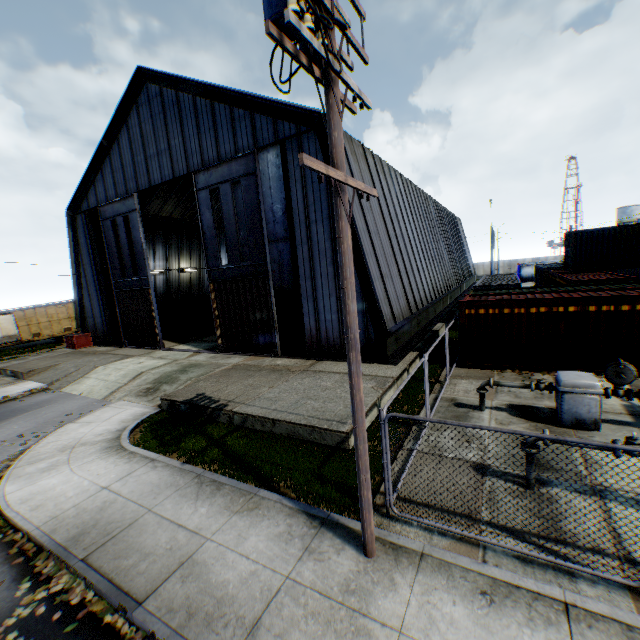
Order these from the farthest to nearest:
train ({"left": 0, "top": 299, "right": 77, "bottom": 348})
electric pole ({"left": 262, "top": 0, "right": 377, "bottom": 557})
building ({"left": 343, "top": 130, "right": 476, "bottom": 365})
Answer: train ({"left": 0, "top": 299, "right": 77, "bottom": 348}), building ({"left": 343, "top": 130, "right": 476, "bottom": 365}), electric pole ({"left": 262, "top": 0, "right": 377, "bottom": 557})

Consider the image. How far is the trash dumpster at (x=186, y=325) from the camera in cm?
2777

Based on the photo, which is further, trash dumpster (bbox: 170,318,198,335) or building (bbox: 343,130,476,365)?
trash dumpster (bbox: 170,318,198,335)

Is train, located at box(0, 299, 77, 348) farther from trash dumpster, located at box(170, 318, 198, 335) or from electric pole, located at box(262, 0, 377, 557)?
electric pole, located at box(262, 0, 377, 557)

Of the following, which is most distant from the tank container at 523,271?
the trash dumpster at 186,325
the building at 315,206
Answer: the trash dumpster at 186,325

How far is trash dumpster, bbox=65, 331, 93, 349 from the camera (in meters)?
25.52

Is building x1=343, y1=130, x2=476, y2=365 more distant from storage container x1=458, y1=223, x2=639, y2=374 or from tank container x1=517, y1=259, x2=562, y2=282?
tank container x1=517, y1=259, x2=562, y2=282

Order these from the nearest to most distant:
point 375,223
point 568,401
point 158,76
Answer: point 568,401, point 375,223, point 158,76
